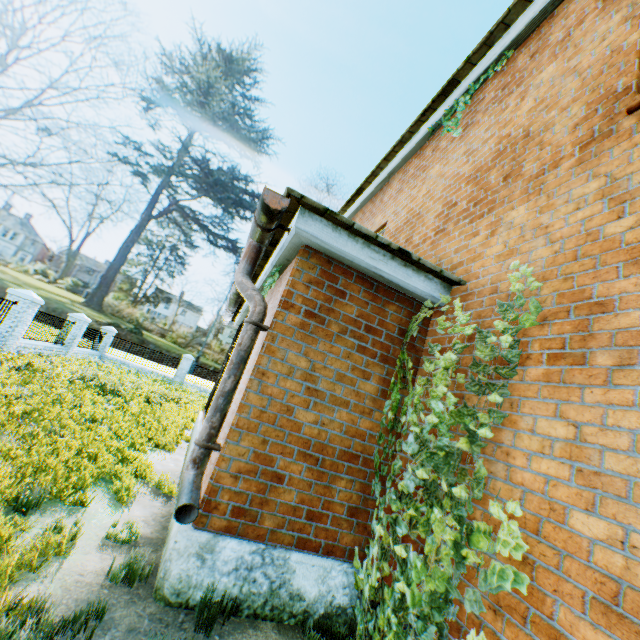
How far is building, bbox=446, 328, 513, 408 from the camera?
3.1 meters

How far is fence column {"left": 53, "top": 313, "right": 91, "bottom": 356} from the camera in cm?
1672

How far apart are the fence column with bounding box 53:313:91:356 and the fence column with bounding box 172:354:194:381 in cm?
682

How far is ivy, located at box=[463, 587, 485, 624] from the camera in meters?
2.1 m

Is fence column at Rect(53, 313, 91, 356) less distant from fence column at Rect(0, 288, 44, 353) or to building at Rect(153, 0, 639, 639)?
fence column at Rect(0, 288, 44, 353)

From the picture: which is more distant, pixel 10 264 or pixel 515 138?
pixel 10 264

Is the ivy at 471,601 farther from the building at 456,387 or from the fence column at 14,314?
the fence column at 14,314

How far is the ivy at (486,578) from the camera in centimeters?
193cm
